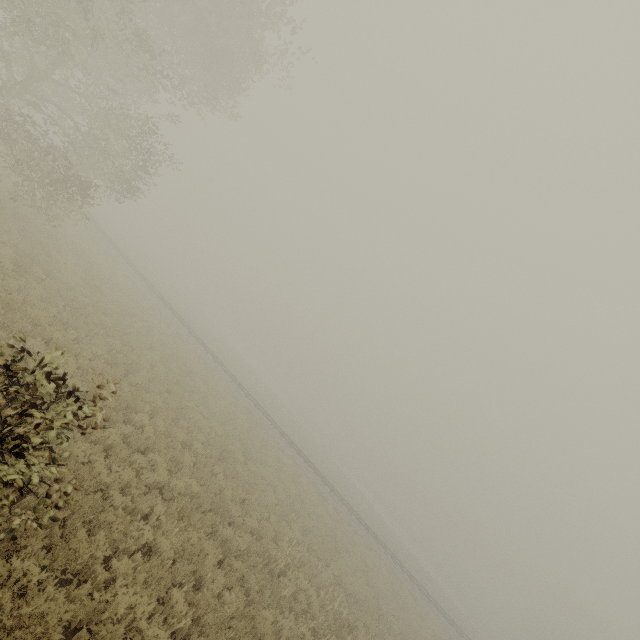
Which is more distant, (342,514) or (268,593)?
(342,514)
